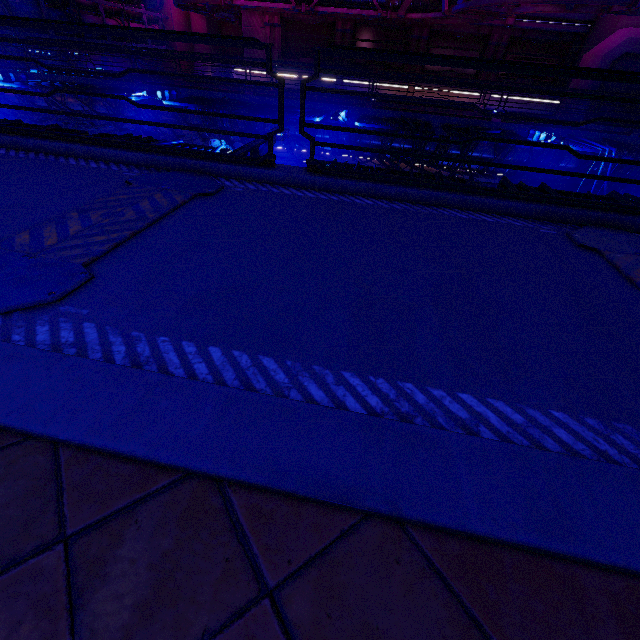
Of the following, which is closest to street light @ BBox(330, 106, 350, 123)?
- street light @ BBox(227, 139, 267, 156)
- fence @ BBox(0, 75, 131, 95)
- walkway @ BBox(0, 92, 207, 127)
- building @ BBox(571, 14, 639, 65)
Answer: walkway @ BBox(0, 92, 207, 127)

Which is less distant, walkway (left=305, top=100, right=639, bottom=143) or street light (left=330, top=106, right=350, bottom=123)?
street light (left=330, top=106, right=350, bottom=123)

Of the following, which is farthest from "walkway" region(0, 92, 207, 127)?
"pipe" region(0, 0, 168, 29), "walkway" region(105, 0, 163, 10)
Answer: "walkway" region(105, 0, 163, 10)

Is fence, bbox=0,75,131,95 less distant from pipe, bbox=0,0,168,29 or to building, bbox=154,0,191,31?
pipe, bbox=0,0,168,29

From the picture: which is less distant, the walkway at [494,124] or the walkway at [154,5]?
the walkway at [494,124]

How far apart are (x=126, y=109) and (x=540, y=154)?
19.6m

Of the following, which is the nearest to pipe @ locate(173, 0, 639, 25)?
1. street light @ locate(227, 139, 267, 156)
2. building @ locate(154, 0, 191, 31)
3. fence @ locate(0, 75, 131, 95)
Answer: building @ locate(154, 0, 191, 31)

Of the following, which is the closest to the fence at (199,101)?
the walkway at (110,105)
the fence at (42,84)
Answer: the walkway at (110,105)
